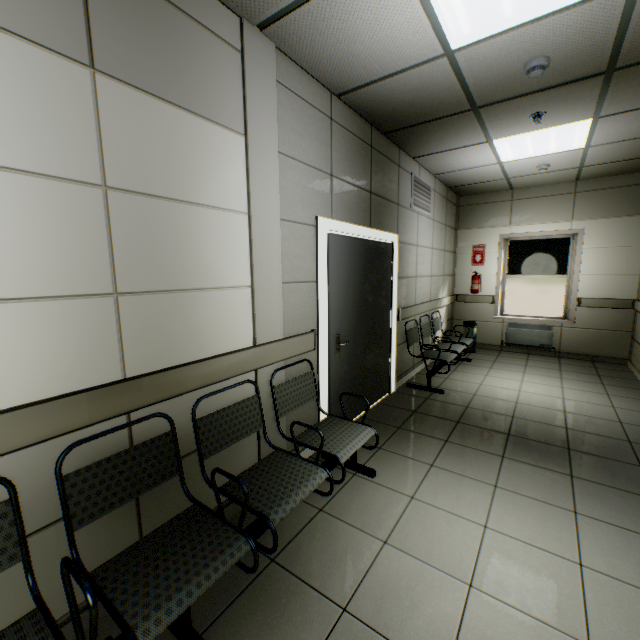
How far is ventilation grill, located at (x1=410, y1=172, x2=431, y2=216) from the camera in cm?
465

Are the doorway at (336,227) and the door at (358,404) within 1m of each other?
yes

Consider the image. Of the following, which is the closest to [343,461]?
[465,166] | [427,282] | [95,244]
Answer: [95,244]

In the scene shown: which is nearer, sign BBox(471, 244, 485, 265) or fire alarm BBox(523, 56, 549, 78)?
fire alarm BBox(523, 56, 549, 78)

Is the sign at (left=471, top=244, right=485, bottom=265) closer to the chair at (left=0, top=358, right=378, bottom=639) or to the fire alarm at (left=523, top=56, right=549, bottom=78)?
the fire alarm at (left=523, top=56, right=549, bottom=78)

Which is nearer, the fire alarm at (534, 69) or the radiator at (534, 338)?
the fire alarm at (534, 69)

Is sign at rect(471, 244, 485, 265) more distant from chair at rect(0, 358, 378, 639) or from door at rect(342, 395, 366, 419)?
chair at rect(0, 358, 378, 639)

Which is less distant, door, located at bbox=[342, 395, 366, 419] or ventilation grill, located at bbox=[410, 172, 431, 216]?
door, located at bbox=[342, 395, 366, 419]
